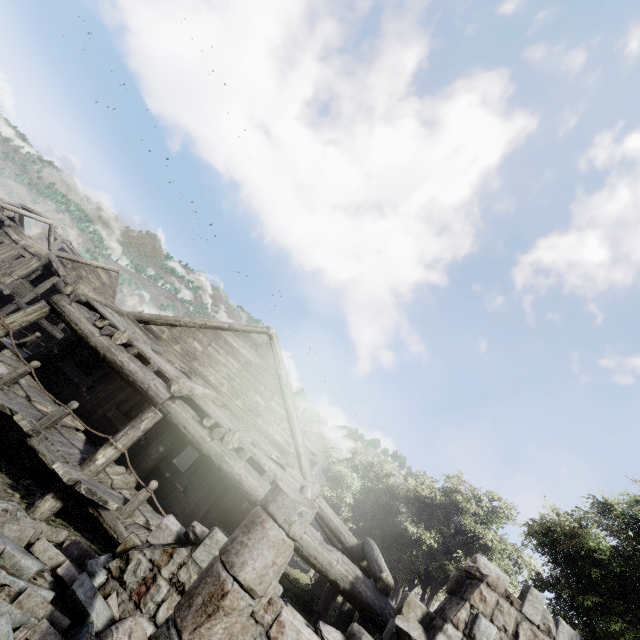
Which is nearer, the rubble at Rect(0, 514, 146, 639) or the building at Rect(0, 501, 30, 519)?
the rubble at Rect(0, 514, 146, 639)

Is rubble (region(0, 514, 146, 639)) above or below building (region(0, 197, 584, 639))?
below

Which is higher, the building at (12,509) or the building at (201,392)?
the building at (201,392)

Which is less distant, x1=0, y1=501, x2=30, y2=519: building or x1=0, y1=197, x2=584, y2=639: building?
x1=0, y1=197, x2=584, y2=639: building

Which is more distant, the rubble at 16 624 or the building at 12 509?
the building at 12 509

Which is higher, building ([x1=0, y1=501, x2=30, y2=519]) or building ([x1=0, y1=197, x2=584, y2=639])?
building ([x1=0, y1=197, x2=584, y2=639])

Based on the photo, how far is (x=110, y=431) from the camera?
9.2 meters
